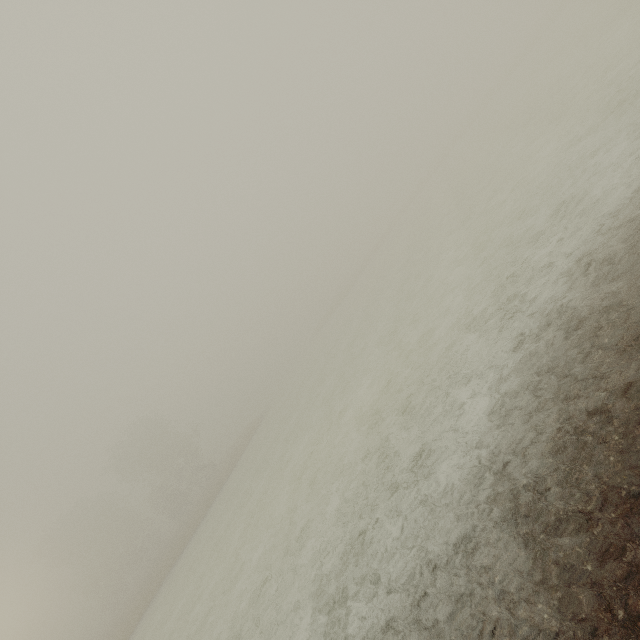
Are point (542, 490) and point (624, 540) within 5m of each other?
yes
